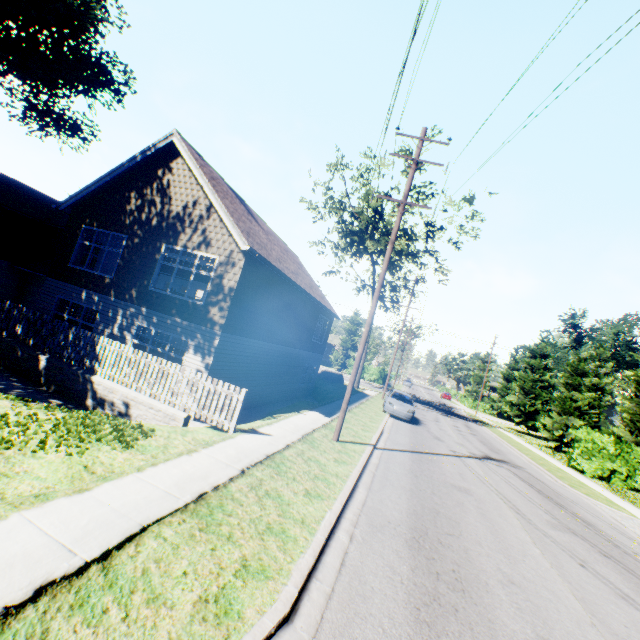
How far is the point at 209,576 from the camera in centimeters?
376cm

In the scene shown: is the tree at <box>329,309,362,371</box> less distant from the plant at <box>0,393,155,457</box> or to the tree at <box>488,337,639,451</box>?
the tree at <box>488,337,639,451</box>

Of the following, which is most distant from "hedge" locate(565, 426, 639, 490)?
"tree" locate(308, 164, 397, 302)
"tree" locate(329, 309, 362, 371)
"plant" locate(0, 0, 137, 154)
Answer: "tree" locate(308, 164, 397, 302)

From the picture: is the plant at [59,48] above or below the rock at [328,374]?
above

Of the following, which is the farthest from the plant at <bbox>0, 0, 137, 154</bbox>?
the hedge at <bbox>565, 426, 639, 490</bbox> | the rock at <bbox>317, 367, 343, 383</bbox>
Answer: the hedge at <bbox>565, 426, 639, 490</bbox>

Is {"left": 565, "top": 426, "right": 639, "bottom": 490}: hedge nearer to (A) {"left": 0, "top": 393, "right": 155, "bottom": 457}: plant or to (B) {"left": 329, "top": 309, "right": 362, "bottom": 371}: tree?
(B) {"left": 329, "top": 309, "right": 362, "bottom": 371}: tree

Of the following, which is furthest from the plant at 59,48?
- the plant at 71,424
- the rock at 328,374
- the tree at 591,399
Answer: the tree at 591,399

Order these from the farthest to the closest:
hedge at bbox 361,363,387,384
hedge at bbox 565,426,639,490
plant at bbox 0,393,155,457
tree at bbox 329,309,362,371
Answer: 1. tree at bbox 329,309,362,371
2. hedge at bbox 361,363,387,384
3. hedge at bbox 565,426,639,490
4. plant at bbox 0,393,155,457
